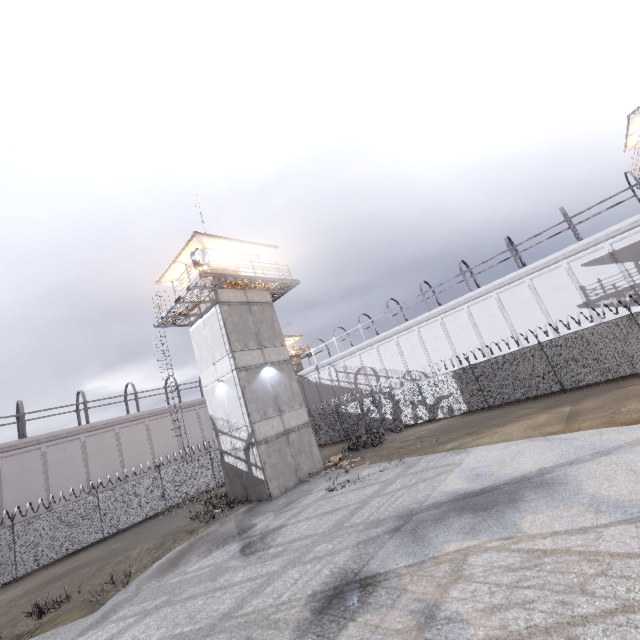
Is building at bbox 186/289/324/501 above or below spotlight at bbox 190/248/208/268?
below

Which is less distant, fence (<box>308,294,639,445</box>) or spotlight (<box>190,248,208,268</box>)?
fence (<box>308,294,639,445</box>)

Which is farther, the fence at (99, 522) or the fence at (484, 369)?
the fence at (99, 522)

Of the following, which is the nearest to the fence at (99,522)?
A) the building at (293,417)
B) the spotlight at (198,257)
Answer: the building at (293,417)

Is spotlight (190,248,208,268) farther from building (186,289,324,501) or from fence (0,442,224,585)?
fence (0,442,224,585)

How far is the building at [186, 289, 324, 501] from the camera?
16.84m

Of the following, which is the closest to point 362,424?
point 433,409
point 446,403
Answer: point 433,409

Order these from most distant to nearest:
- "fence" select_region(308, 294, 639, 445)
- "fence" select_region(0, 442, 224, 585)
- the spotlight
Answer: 1. "fence" select_region(0, 442, 224, 585)
2. the spotlight
3. "fence" select_region(308, 294, 639, 445)
